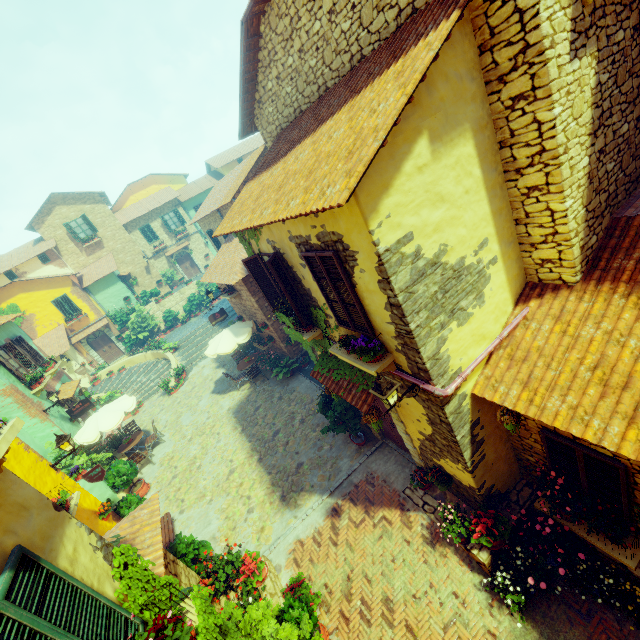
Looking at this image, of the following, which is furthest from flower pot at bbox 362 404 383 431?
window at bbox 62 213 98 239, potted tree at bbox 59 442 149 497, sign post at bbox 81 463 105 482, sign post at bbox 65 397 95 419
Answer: window at bbox 62 213 98 239

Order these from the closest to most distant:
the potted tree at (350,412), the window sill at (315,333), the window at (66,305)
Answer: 1. the window sill at (315,333)
2. the potted tree at (350,412)
3. the window at (66,305)

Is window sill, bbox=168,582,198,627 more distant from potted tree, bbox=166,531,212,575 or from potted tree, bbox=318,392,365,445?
potted tree, bbox=318,392,365,445

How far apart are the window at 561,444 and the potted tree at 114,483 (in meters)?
12.98

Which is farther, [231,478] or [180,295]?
[180,295]

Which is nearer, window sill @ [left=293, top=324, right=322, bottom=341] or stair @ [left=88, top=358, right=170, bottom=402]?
window sill @ [left=293, top=324, right=322, bottom=341]

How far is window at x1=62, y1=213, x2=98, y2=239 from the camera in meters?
26.6

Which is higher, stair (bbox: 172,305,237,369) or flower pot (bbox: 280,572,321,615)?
stair (bbox: 172,305,237,369)
